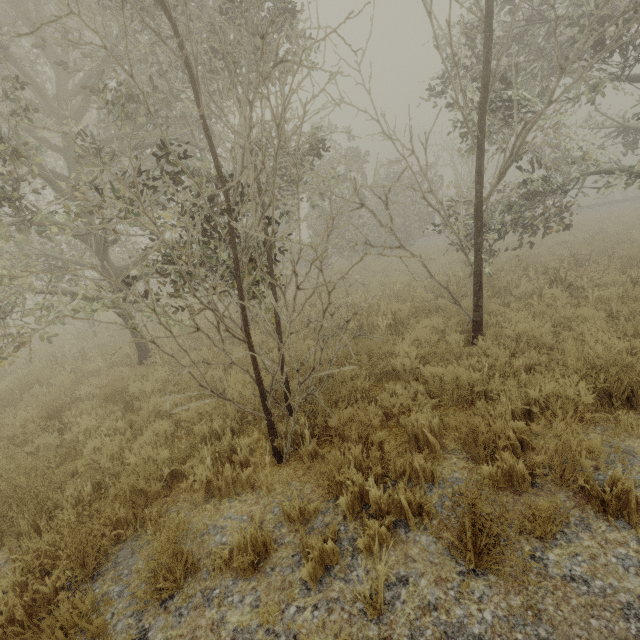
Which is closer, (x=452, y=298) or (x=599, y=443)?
(x=599, y=443)
